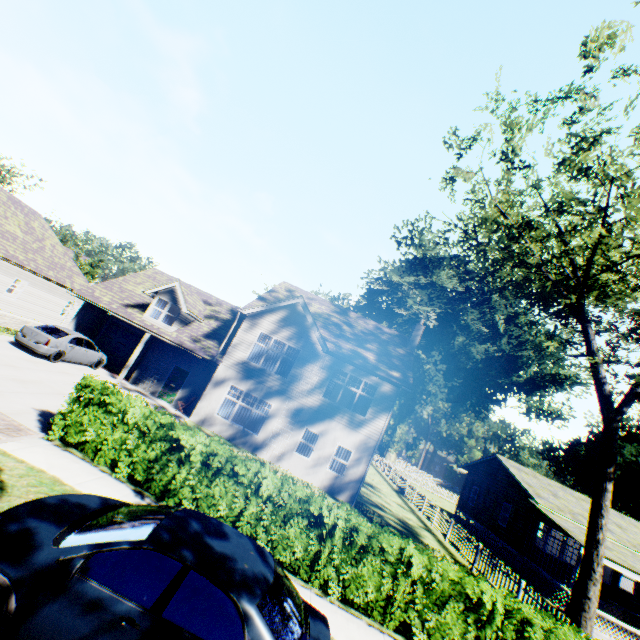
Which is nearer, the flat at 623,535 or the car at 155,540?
the car at 155,540

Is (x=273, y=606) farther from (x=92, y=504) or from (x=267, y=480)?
(x=267, y=480)

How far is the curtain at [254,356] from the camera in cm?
1934

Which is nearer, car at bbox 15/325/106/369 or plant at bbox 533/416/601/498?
car at bbox 15/325/106/369

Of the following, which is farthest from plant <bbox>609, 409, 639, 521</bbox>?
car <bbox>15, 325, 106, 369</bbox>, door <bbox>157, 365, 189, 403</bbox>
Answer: car <bbox>15, 325, 106, 369</bbox>

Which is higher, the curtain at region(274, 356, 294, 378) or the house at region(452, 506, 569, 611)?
the curtain at region(274, 356, 294, 378)

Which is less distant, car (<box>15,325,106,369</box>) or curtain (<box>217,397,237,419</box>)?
car (<box>15,325,106,369</box>)

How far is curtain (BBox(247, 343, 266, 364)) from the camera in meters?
19.3
